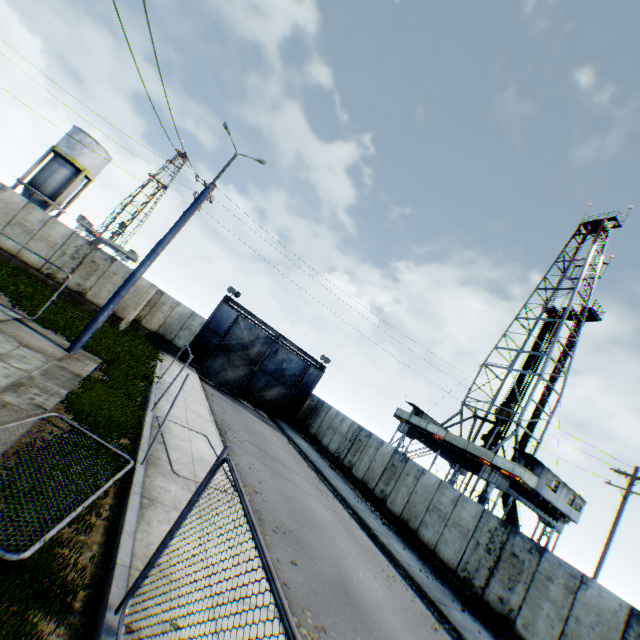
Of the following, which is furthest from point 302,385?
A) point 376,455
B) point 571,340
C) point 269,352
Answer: point 571,340

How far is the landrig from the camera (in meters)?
22.84

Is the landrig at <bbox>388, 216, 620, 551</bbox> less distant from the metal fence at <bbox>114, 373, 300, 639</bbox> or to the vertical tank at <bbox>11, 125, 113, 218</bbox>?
the metal fence at <bbox>114, 373, 300, 639</bbox>

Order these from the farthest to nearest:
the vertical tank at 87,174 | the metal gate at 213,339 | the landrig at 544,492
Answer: the vertical tank at 87,174, the metal gate at 213,339, the landrig at 544,492

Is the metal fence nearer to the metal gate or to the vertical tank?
the metal gate

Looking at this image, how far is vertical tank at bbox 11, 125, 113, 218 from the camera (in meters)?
31.36

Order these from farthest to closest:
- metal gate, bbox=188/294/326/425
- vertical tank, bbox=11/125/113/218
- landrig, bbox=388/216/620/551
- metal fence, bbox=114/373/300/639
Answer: vertical tank, bbox=11/125/113/218 → metal gate, bbox=188/294/326/425 → landrig, bbox=388/216/620/551 → metal fence, bbox=114/373/300/639

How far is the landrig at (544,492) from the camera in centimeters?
2284cm
